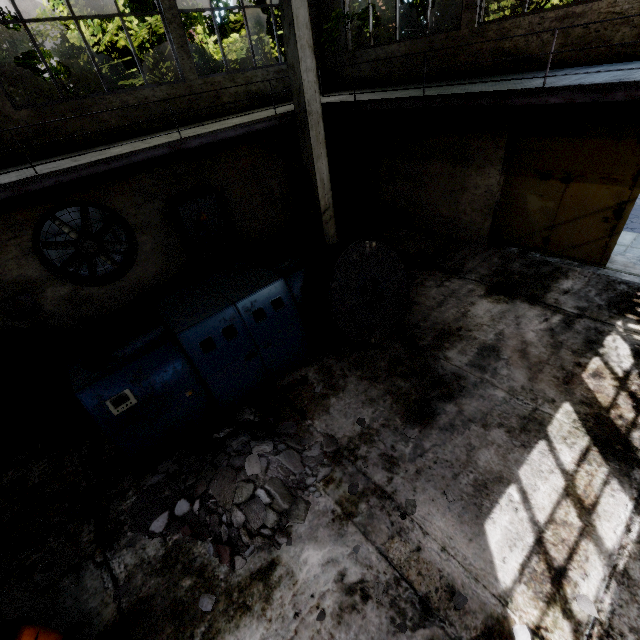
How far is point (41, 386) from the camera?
6.0m

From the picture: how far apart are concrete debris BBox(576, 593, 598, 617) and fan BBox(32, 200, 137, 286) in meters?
10.8

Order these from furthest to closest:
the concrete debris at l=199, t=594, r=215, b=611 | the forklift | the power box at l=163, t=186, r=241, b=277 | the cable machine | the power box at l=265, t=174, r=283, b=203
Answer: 1. the power box at l=265, t=174, r=283, b=203
2. the power box at l=163, t=186, r=241, b=277
3. the cable machine
4. the concrete debris at l=199, t=594, r=215, b=611
5. the forklift

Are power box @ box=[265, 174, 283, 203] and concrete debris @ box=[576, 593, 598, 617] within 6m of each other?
no

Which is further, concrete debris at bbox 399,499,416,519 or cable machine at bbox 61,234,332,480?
cable machine at bbox 61,234,332,480

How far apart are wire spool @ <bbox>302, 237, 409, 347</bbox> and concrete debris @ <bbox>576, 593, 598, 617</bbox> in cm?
410

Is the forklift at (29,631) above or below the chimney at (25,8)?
below

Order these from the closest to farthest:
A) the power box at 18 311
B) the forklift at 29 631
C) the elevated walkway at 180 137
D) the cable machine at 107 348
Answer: the forklift at 29 631
the cable machine at 107 348
the elevated walkway at 180 137
the power box at 18 311
